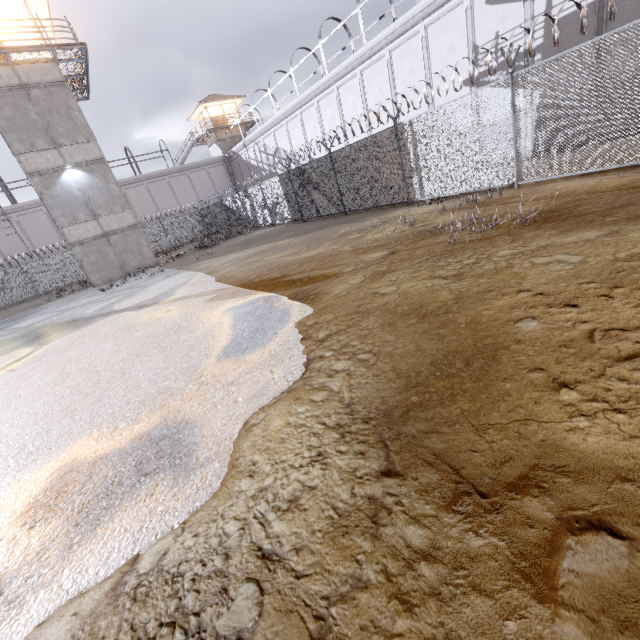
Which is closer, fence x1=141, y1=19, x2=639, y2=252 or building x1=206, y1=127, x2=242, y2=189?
fence x1=141, y1=19, x2=639, y2=252

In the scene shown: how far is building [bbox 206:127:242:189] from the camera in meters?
40.0

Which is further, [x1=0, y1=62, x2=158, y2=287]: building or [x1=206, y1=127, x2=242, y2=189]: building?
[x1=206, y1=127, x2=242, y2=189]: building

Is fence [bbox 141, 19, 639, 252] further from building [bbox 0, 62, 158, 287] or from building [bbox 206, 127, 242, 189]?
building [bbox 206, 127, 242, 189]

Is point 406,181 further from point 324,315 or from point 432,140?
point 324,315

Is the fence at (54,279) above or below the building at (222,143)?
below

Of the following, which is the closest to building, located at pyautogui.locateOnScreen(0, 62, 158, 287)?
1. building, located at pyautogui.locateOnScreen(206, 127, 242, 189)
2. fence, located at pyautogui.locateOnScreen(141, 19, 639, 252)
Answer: fence, located at pyautogui.locateOnScreen(141, 19, 639, 252)

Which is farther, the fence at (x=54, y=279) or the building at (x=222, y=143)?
the building at (x=222, y=143)
